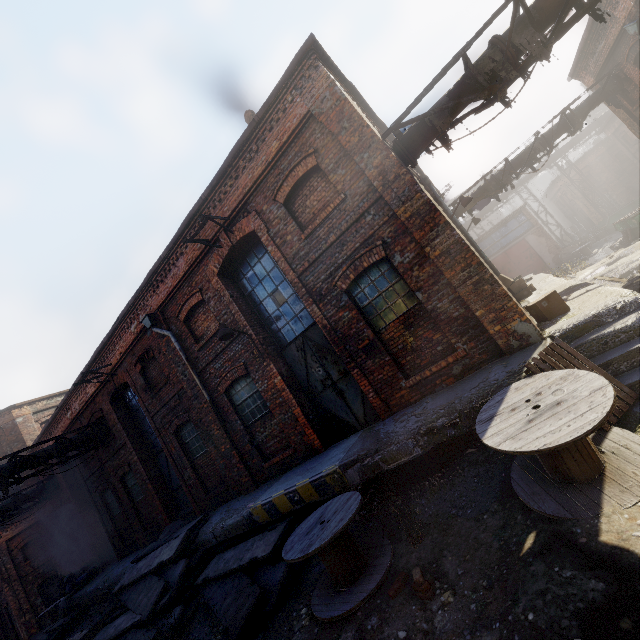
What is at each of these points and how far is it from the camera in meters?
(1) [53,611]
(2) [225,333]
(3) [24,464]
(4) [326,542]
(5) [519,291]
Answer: (1) spool, 19.0
(2) light, 8.1
(3) pipe, 11.6
(4) spool, 4.6
(5) carton, 12.0

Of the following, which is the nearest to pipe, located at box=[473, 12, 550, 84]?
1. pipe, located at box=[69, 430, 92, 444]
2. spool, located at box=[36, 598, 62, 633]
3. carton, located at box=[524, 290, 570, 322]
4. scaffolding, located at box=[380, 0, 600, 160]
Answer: scaffolding, located at box=[380, 0, 600, 160]

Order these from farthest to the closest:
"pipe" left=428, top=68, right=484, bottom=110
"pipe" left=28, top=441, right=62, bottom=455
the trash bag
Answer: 1. the trash bag
2. "pipe" left=28, top=441, right=62, bottom=455
3. "pipe" left=428, top=68, right=484, bottom=110

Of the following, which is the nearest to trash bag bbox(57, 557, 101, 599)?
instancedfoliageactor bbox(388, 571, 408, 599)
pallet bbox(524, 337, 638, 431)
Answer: instancedfoliageactor bbox(388, 571, 408, 599)

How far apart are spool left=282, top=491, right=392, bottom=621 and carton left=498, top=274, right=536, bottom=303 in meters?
9.6 m

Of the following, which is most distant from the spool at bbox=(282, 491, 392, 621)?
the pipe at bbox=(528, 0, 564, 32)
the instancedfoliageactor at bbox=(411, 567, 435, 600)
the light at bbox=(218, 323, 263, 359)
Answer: the pipe at bbox=(528, 0, 564, 32)

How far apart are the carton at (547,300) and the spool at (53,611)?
29.4m

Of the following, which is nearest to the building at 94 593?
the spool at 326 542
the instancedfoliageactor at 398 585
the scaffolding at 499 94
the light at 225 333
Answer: the spool at 326 542
